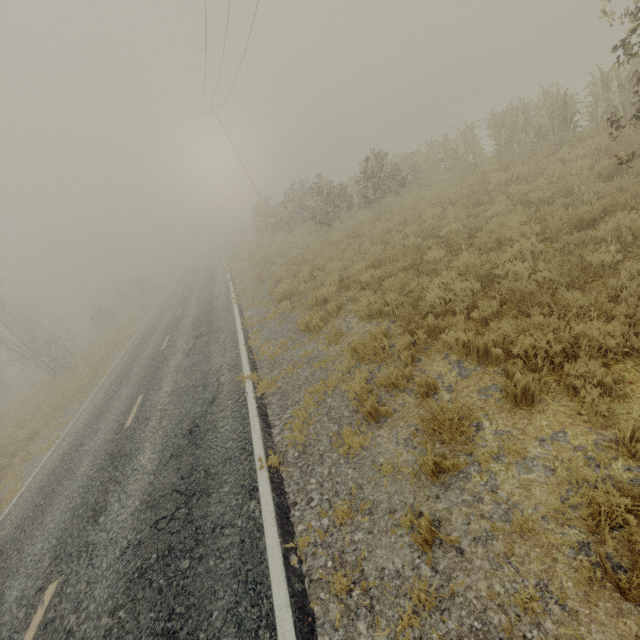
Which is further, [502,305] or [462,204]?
[462,204]

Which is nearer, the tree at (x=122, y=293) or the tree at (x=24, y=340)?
the tree at (x=24, y=340)

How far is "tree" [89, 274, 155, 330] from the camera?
38.22m

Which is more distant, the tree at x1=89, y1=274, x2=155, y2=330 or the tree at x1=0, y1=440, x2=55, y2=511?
the tree at x1=89, y1=274, x2=155, y2=330

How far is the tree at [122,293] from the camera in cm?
3822

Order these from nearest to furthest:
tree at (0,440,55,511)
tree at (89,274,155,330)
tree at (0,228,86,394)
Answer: tree at (0,440,55,511), tree at (0,228,86,394), tree at (89,274,155,330)

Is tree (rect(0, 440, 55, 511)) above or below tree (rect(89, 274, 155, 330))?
below
